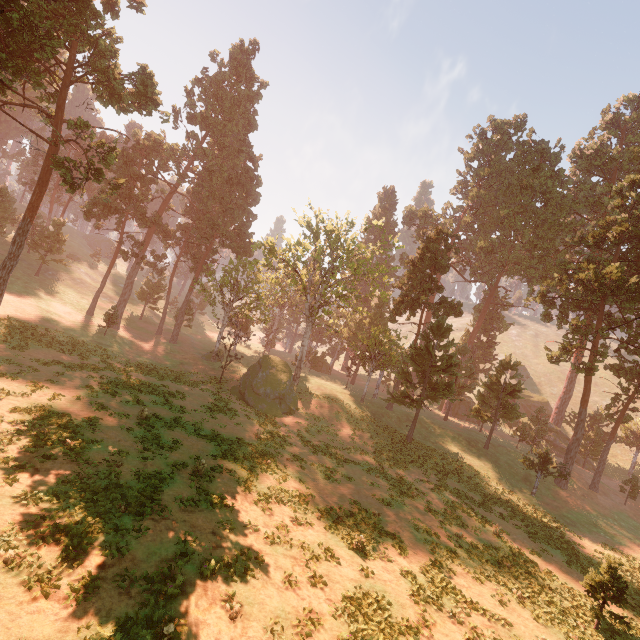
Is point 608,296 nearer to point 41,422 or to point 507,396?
point 507,396

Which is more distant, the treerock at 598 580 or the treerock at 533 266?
the treerock at 533 266

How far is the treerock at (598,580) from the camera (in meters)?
15.17

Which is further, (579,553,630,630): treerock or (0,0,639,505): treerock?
(0,0,639,505): treerock

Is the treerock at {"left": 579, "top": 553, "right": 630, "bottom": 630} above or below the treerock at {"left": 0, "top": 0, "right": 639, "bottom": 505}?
below

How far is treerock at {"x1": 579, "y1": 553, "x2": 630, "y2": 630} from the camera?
15.2m
